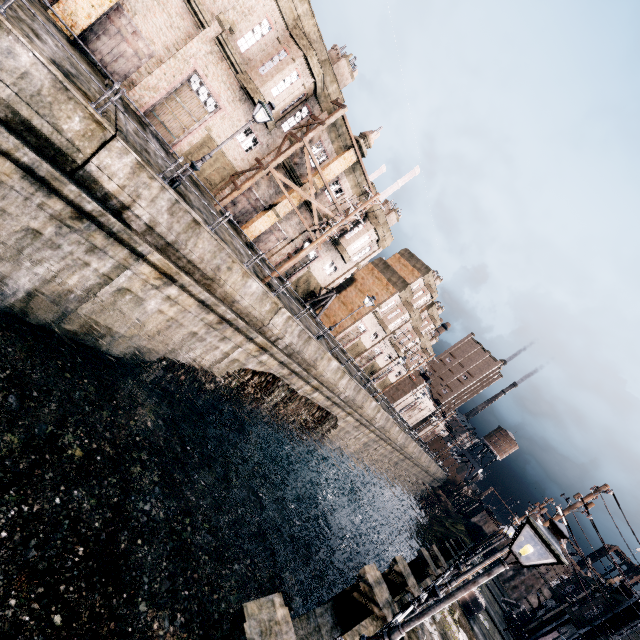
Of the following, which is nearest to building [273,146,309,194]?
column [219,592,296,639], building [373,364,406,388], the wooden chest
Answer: building [373,364,406,388]

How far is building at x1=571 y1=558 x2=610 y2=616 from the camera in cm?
2780

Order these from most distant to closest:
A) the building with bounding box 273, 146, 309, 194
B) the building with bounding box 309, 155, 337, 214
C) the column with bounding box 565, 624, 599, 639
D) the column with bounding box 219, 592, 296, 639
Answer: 1. the building with bounding box 309, 155, 337, 214
2. the column with bounding box 565, 624, 599, 639
3. the building with bounding box 273, 146, 309, 194
4. the column with bounding box 219, 592, 296, 639

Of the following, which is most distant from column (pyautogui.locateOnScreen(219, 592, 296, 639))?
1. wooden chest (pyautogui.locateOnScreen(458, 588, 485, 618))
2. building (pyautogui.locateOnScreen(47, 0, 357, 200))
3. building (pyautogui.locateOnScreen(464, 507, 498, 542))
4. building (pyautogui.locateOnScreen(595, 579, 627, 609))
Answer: building (pyautogui.locateOnScreen(464, 507, 498, 542))

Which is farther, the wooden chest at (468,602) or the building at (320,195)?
the building at (320,195)

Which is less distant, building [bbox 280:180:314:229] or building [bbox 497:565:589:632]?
building [bbox 280:180:314:229]

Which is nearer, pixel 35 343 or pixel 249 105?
pixel 35 343

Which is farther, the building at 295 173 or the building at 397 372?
the building at 397 372
